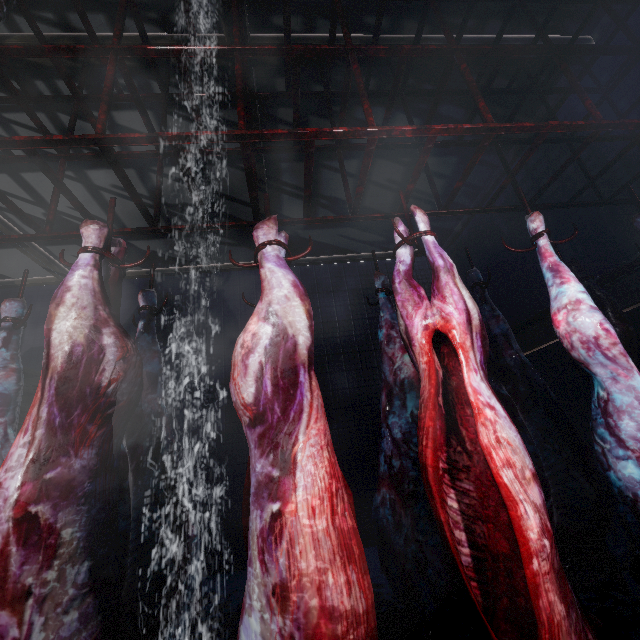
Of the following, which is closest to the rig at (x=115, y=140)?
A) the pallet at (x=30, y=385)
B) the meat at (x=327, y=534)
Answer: the meat at (x=327, y=534)

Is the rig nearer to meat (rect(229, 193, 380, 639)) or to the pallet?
meat (rect(229, 193, 380, 639))

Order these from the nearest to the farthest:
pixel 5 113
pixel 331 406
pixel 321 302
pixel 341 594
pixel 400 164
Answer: pixel 341 594
pixel 5 113
pixel 400 164
pixel 331 406
pixel 321 302

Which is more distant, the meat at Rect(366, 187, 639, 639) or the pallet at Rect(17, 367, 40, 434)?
the pallet at Rect(17, 367, 40, 434)

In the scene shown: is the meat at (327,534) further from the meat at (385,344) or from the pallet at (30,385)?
the pallet at (30,385)

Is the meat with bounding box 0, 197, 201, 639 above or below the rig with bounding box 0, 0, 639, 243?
below

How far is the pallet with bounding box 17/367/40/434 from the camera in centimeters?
356cm
